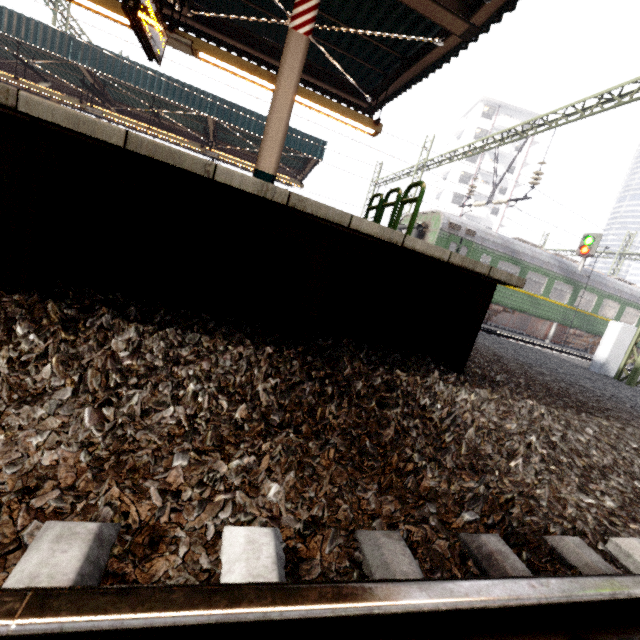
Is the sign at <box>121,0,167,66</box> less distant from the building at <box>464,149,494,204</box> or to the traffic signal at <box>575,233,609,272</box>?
the traffic signal at <box>575,233,609,272</box>

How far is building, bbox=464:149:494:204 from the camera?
45.1m

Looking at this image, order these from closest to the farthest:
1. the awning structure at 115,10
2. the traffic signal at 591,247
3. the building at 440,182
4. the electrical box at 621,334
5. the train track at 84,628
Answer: the train track at 84,628 → the awning structure at 115,10 → the electrical box at 621,334 → the traffic signal at 591,247 → the building at 440,182

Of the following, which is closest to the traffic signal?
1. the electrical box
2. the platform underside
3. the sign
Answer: the electrical box

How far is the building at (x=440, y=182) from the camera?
46.1 meters

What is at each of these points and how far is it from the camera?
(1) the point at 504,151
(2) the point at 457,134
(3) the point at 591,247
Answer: (1) building, 44.8m
(2) building, 50.0m
(3) traffic signal, 16.1m

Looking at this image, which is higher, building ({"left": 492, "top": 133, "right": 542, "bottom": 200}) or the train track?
building ({"left": 492, "top": 133, "right": 542, "bottom": 200})

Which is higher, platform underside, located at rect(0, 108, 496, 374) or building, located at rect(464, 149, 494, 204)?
building, located at rect(464, 149, 494, 204)
